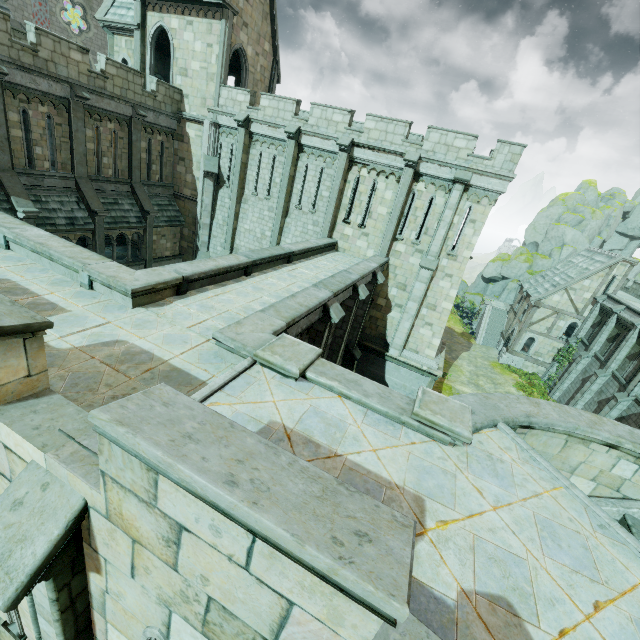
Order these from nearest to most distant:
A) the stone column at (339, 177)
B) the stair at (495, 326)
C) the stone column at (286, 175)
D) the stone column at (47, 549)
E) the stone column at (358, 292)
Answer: the stone column at (47, 549) < the stone column at (358, 292) < the stone column at (339, 177) < the stone column at (286, 175) < the stair at (495, 326)

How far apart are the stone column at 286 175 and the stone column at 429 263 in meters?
8.6 m

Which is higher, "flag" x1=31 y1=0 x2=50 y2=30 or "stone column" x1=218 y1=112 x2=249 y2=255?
"flag" x1=31 y1=0 x2=50 y2=30

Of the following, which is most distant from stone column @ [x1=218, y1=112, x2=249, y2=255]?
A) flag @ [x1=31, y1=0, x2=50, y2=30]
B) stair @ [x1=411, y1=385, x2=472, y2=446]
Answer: flag @ [x1=31, y1=0, x2=50, y2=30]

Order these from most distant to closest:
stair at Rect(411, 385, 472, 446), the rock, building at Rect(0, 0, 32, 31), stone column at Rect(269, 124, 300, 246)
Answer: the rock → building at Rect(0, 0, 32, 31) → stone column at Rect(269, 124, 300, 246) → stair at Rect(411, 385, 472, 446)

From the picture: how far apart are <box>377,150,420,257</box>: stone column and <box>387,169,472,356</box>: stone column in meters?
1.8

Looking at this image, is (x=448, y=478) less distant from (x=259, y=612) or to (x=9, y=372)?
(x=259, y=612)

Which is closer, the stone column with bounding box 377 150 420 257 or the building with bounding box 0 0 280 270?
the building with bounding box 0 0 280 270
